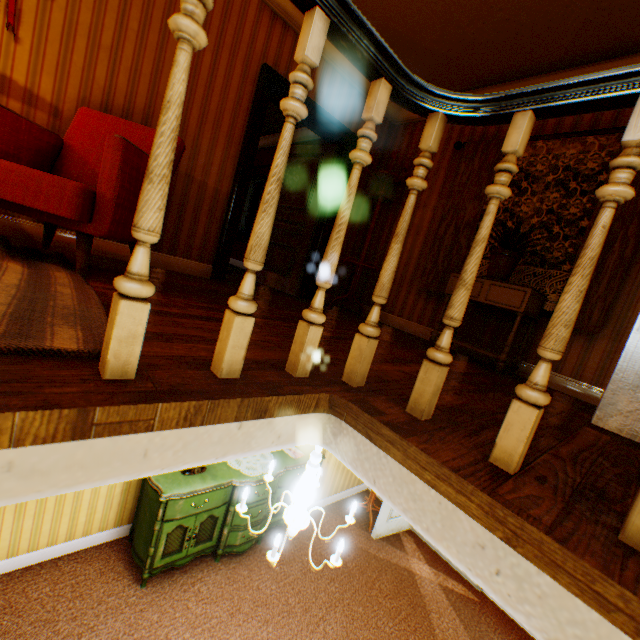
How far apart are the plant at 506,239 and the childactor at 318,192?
2.28m

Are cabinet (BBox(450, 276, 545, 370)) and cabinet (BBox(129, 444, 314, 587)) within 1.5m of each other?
no

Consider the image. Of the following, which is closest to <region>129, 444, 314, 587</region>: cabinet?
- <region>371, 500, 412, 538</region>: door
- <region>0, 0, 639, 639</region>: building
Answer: <region>0, 0, 639, 639</region>: building

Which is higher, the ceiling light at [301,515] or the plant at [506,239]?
the plant at [506,239]

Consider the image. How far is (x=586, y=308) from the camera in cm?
302

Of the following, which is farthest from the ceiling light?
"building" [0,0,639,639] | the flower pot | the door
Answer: the door

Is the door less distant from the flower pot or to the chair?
the flower pot

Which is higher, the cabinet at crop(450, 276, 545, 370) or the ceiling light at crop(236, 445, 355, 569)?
the cabinet at crop(450, 276, 545, 370)
